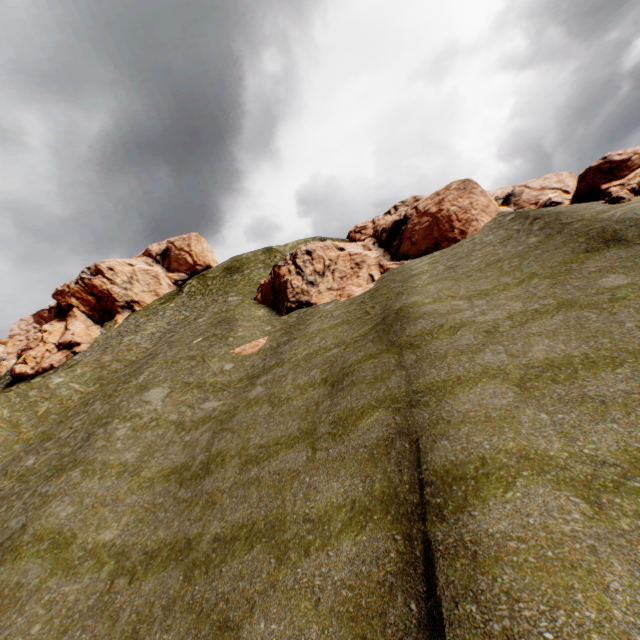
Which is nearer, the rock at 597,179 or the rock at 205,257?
the rock at 597,179

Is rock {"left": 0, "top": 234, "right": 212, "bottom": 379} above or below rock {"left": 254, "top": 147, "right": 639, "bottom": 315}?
above

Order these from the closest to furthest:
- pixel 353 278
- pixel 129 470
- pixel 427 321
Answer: pixel 427 321 → pixel 129 470 → pixel 353 278

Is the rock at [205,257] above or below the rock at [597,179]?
above

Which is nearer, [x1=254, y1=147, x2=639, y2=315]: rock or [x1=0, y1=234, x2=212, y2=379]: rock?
[x1=254, y1=147, x2=639, y2=315]: rock
